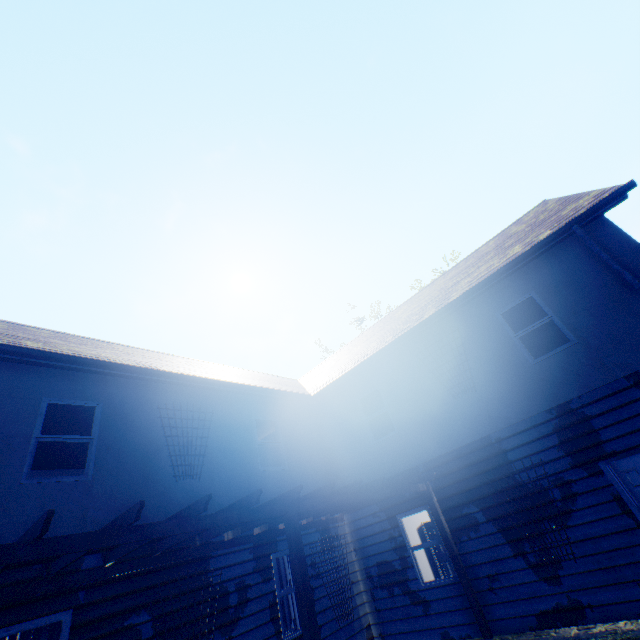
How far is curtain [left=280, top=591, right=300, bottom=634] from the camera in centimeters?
734cm

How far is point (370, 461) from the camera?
9.8 meters

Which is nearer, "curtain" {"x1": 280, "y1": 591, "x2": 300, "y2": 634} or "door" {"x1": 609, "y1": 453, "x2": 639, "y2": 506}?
"door" {"x1": 609, "y1": 453, "x2": 639, "y2": 506}

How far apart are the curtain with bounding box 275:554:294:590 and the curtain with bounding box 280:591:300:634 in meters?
0.1 m

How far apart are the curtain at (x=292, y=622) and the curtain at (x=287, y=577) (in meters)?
0.15

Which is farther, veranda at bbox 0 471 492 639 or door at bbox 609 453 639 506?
door at bbox 609 453 639 506

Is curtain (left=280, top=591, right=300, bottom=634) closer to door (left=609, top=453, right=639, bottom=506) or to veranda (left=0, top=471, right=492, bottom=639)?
veranda (left=0, top=471, right=492, bottom=639)

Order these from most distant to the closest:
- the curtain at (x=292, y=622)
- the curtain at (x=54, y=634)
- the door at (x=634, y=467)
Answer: the curtain at (x=292, y=622)
the door at (x=634, y=467)
the curtain at (x=54, y=634)
